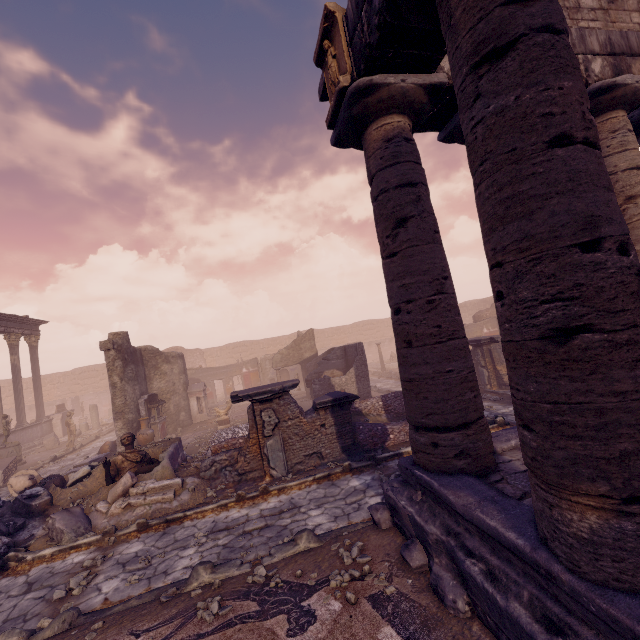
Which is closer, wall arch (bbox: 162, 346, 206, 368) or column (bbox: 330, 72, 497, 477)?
column (bbox: 330, 72, 497, 477)

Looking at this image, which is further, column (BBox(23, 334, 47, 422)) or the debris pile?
column (BBox(23, 334, 47, 422))

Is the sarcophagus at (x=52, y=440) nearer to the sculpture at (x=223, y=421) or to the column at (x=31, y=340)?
the column at (x=31, y=340)

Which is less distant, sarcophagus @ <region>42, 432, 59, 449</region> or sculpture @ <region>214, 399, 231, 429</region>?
sculpture @ <region>214, 399, 231, 429</region>

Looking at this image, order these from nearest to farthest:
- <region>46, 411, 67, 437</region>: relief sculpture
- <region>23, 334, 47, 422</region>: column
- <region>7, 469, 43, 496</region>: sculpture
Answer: <region>7, 469, 43, 496</region>: sculpture
<region>23, 334, 47, 422</region>: column
<region>46, 411, 67, 437</region>: relief sculpture

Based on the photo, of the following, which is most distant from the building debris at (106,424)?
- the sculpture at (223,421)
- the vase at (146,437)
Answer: the sculpture at (223,421)

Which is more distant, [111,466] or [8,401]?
[8,401]

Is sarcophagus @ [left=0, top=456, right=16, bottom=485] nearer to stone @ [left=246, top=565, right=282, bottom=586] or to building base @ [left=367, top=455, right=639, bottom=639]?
stone @ [left=246, top=565, right=282, bottom=586]
